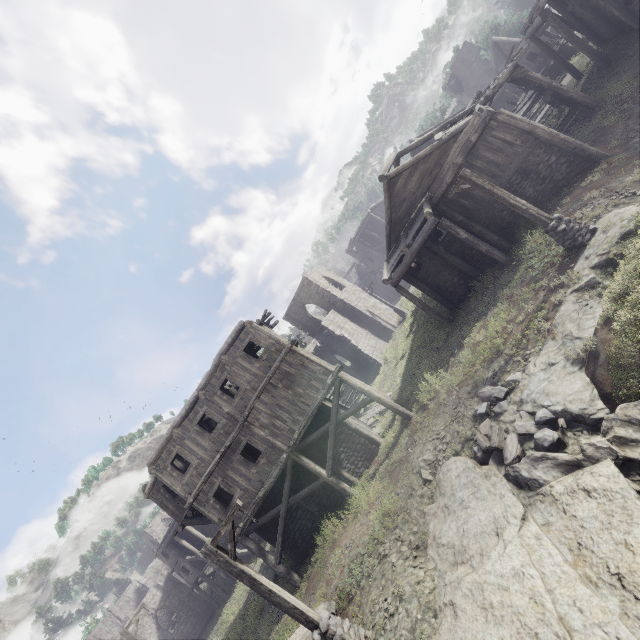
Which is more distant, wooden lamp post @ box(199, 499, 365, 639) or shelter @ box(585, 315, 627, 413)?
wooden lamp post @ box(199, 499, 365, 639)

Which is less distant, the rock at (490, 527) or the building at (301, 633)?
the rock at (490, 527)

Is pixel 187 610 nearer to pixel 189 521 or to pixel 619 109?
pixel 189 521

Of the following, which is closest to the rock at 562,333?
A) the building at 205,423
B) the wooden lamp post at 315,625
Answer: the building at 205,423

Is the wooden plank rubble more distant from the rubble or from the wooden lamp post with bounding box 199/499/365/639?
the wooden lamp post with bounding box 199/499/365/639

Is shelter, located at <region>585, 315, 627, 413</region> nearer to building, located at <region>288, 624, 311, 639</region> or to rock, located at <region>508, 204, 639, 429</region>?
rock, located at <region>508, 204, 639, 429</region>

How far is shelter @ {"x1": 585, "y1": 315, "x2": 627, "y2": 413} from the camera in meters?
7.4

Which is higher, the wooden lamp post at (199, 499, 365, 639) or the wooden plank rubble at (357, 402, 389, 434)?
the wooden lamp post at (199, 499, 365, 639)
